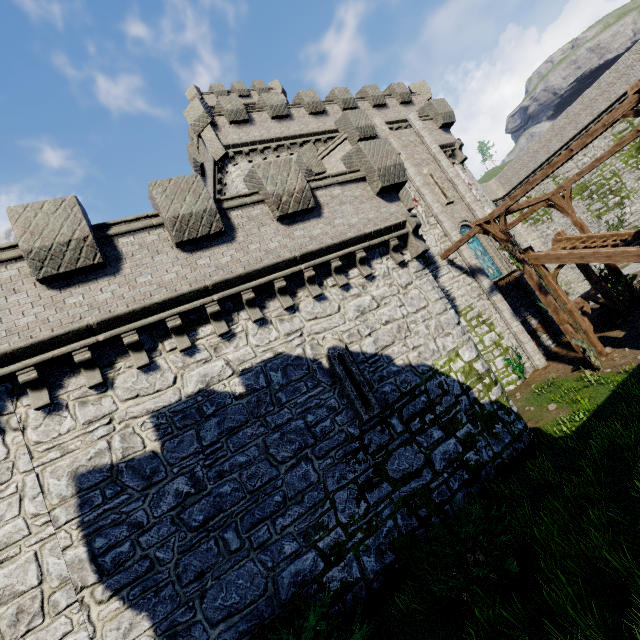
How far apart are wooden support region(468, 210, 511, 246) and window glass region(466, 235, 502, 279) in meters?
3.3 m

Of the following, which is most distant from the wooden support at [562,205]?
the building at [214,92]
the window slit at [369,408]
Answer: the building at [214,92]

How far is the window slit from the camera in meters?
8.9

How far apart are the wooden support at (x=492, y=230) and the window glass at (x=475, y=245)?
3.3m

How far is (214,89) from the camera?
34.8m

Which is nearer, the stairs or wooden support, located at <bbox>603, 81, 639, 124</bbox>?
wooden support, located at <bbox>603, 81, 639, 124</bbox>

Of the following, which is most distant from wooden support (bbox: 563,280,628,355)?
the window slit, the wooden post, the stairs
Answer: the window slit

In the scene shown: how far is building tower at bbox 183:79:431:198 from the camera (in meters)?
19.91
